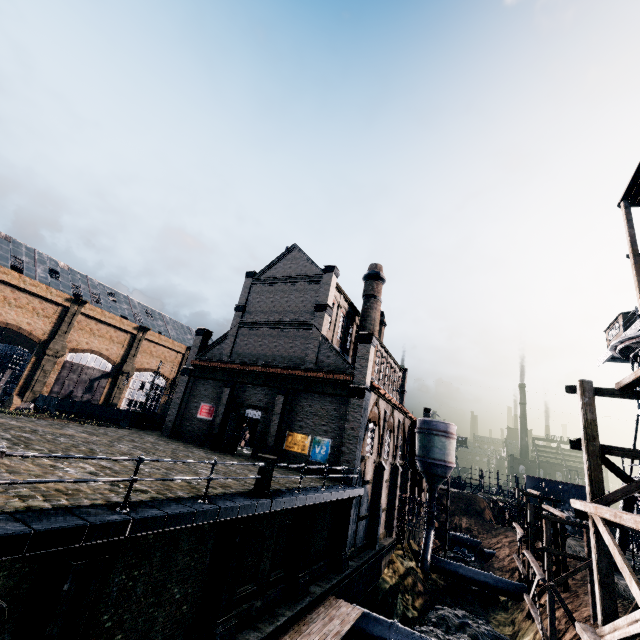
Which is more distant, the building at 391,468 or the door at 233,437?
the door at 233,437

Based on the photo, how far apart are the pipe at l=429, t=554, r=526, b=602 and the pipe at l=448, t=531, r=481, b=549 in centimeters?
1657cm

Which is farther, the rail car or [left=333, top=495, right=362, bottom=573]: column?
the rail car

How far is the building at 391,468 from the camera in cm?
2525

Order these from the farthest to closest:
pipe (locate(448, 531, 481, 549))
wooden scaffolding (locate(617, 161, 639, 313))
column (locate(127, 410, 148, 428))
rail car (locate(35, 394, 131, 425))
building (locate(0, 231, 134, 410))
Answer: pipe (locate(448, 531, 481, 549)) < building (locate(0, 231, 134, 410)) < rail car (locate(35, 394, 131, 425)) < column (locate(127, 410, 148, 428)) < wooden scaffolding (locate(617, 161, 639, 313))

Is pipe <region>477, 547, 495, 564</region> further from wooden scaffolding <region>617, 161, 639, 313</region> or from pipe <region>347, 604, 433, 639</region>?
wooden scaffolding <region>617, 161, 639, 313</region>

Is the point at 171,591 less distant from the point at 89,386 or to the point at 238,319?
the point at 238,319

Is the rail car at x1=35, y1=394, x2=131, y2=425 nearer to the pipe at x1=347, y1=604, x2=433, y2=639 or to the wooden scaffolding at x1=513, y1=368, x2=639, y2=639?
the pipe at x1=347, y1=604, x2=433, y2=639
